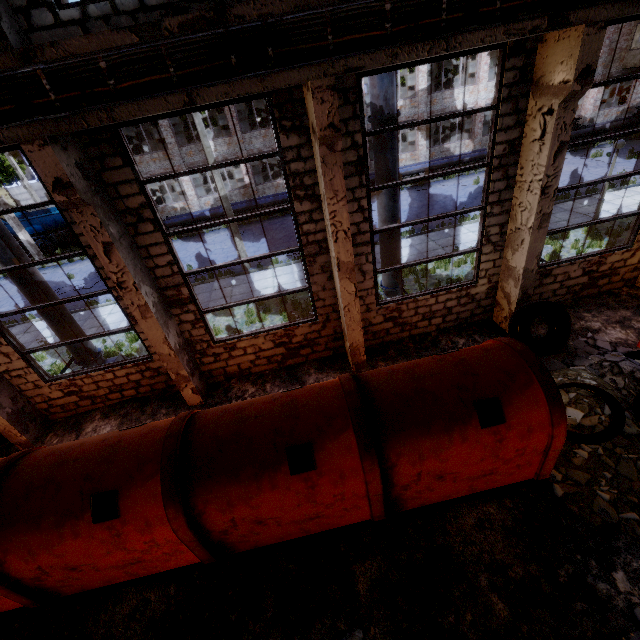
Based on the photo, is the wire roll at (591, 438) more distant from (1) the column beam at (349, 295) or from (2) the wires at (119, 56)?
(2) the wires at (119, 56)

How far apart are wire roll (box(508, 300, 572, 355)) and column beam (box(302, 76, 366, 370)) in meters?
3.8

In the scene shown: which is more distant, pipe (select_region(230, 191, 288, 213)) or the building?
pipe (select_region(230, 191, 288, 213))

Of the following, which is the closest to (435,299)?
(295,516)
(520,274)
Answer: (520,274)

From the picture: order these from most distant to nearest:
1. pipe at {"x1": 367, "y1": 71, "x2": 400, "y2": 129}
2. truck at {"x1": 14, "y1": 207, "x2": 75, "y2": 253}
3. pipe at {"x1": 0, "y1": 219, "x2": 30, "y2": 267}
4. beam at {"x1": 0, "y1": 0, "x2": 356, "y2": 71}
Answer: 1. truck at {"x1": 14, "y1": 207, "x2": 75, "y2": 253}
2. pipe at {"x1": 0, "y1": 219, "x2": 30, "y2": 267}
3. pipe at {"x1": 367, "y1": 71, "x2": 400, "y2": 129}
4. beam at {"x1": 0, "y1": 0, "x2": 356, "y2": 71}

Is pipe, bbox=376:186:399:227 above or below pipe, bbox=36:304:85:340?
above

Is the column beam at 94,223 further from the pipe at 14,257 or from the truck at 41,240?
the truck at 41,240

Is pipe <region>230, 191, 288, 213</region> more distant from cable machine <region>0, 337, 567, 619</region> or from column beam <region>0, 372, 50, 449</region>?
cable machine <region>0, 337, 567, 619</region>
